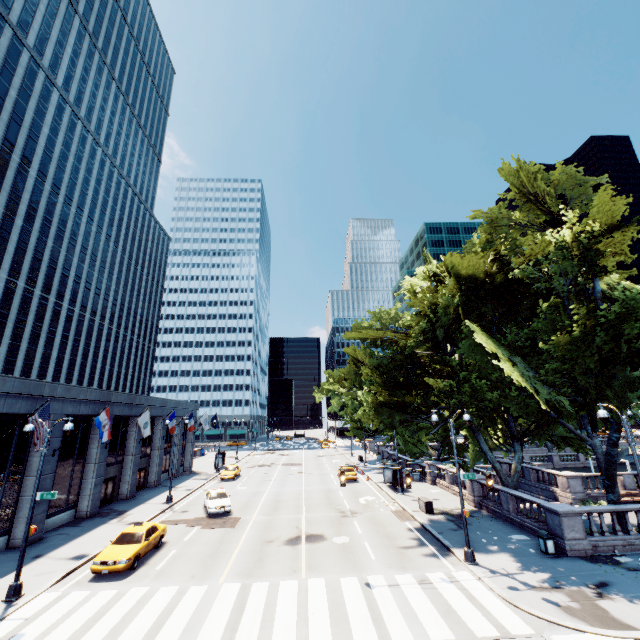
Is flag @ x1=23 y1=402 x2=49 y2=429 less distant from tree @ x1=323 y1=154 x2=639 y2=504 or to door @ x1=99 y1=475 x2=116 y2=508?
door @ x1=99 y1=475 x2=116 y2=508

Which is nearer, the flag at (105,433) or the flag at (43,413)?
the flag at (43,413)

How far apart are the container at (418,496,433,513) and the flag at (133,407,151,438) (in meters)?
23.08

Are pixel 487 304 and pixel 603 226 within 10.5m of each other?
yes

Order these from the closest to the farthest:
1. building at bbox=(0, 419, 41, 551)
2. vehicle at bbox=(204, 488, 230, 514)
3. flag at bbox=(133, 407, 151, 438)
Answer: building at bbox=(0, 419, 41, 551) → vehicle at bbox=(204, 488, 230, 514) → flag at bbox=(133, 407, 151, 438)

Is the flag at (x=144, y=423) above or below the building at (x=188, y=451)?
above

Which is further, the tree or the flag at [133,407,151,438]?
the flag at [133,407,151,438]

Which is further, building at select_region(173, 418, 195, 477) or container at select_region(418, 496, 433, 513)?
building at select_region(173, 418, 195, 477)
